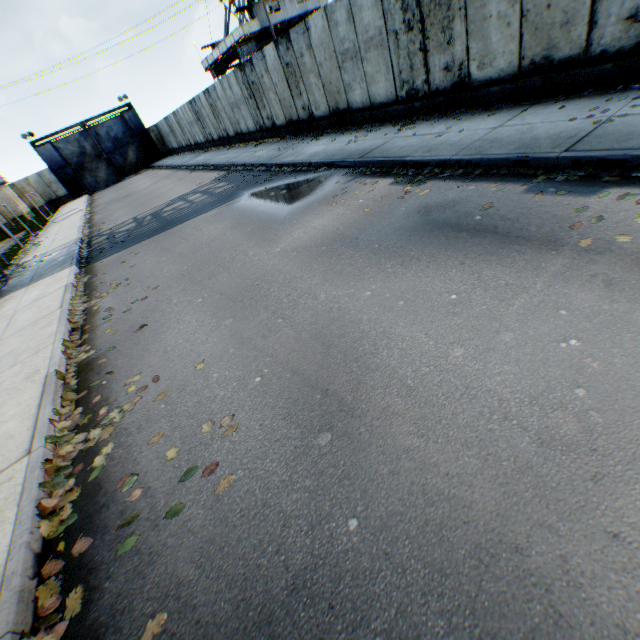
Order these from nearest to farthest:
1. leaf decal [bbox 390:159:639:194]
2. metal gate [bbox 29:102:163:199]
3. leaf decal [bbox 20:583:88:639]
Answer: leaf decal [bbox 20:583:88:639] → leaf decal [bbox 390:159:639:194] → metal gate [bbox 29:102:163:199]

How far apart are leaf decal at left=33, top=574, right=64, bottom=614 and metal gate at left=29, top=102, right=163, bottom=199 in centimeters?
4509cm

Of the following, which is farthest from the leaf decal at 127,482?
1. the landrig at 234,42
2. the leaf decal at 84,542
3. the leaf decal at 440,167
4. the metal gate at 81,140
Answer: the metal gate at 81,140

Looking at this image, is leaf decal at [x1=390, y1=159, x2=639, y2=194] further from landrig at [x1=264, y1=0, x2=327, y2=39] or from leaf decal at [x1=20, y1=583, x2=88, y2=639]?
landrig at [x1=264, y1=0, x2=327, y2=39]

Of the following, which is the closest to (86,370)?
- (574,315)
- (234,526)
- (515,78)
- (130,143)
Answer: (234,526)

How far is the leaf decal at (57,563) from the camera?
2.6m

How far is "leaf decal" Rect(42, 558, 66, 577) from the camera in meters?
2.6 m

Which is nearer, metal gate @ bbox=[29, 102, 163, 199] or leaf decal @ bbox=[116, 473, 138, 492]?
leaf decal @ bbox=[116, 473, 138, 492]
